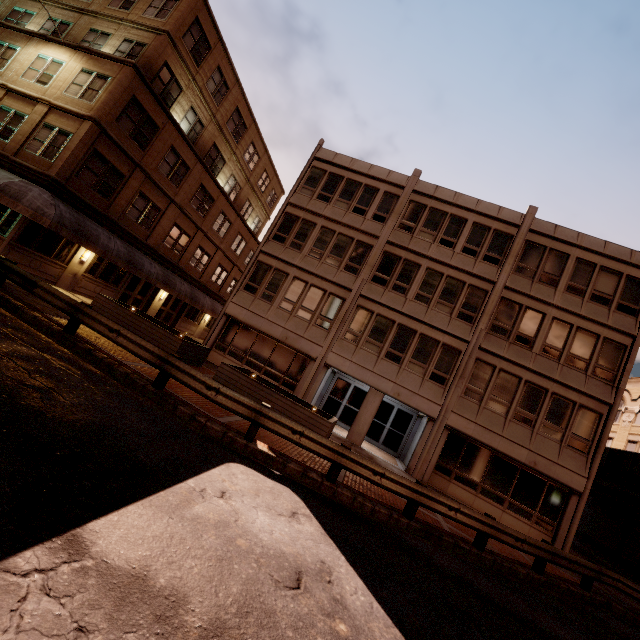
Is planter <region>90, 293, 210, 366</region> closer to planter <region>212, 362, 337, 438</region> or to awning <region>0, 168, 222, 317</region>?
planter <region>212, 362, 337, 438</region>

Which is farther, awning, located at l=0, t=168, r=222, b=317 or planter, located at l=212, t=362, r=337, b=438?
awning, located at l=0, t=168, r=222, b=317

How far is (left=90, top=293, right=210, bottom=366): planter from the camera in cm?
1345

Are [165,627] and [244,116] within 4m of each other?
no

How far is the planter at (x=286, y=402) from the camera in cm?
1178

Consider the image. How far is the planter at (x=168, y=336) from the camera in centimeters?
1345cm
